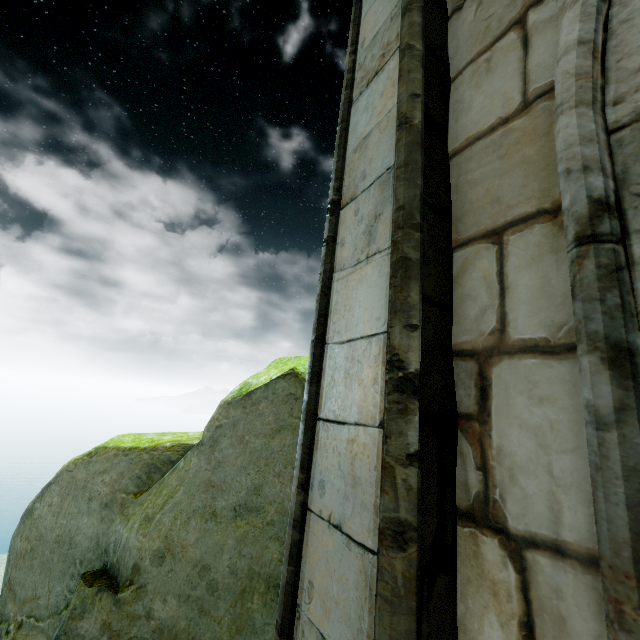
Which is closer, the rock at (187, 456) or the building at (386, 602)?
the building at (386, 602)

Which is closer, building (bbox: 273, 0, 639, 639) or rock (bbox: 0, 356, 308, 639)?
building (bbox: 273, 0, 639, 639)

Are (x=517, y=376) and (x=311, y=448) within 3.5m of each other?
yes
